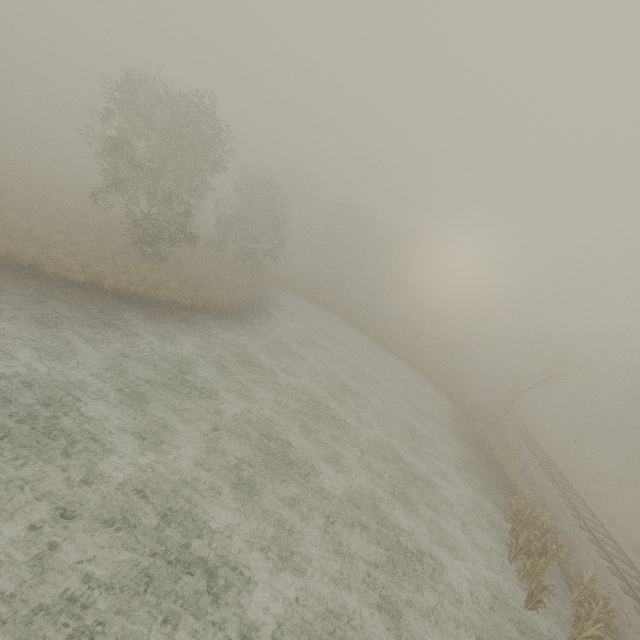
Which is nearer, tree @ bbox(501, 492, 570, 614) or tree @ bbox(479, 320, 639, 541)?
tree @ bbox(501, 492, 570, 614)

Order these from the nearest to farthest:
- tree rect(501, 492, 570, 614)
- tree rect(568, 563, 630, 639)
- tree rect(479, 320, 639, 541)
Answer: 1. tree rect(568, 563, 630, 639)
2. tree rect(501, 492, 570, 614)
3. tree rect(479, 320, 639, 541)

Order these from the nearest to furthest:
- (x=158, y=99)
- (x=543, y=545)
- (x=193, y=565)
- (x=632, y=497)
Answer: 1. (x=193, y=565)
2. (x=543, y=545)
3. (x=158, y=99)
4. (x=632, y=497)

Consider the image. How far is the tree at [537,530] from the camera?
10.8 meters

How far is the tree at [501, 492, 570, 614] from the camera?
10.8m

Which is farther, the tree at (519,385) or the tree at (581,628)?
the tree at (519,385)

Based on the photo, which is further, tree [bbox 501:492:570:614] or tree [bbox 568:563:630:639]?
tree [bbox 501:492:570:614]
